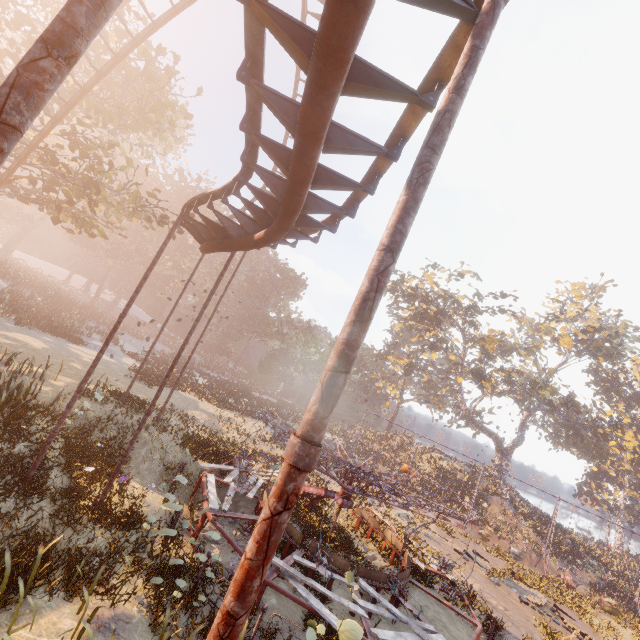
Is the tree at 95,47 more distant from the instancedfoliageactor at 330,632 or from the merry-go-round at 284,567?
the instancedfoliageactor at 330,632

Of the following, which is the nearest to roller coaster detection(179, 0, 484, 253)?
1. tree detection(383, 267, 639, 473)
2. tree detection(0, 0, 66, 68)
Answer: tree detection(0, 0, 66, 68)

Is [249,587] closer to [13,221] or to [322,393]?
[322,393]

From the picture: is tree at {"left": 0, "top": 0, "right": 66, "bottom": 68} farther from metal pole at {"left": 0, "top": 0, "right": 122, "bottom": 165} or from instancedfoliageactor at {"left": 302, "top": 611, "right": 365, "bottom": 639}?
instancedfoliageactor at {"left": 302, "top": 611, "right": 365, "bottom": 639}

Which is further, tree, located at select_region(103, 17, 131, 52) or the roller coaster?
tree, located at select_region(103, 17, 131, 52)

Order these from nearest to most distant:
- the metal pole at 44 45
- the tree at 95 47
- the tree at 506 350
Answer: the metal pole at 44 45 < the tree at 95 47 < the tree at 506 350

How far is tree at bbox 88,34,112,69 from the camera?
15.05m

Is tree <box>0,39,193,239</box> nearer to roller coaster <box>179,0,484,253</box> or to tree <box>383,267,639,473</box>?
roller coaster <box>179,0,484,253</box>
